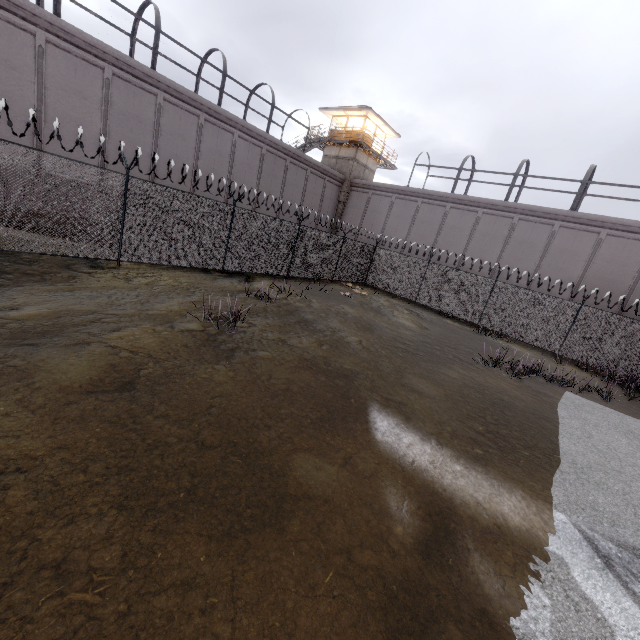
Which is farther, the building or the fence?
the building

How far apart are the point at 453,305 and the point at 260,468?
18.0 meters

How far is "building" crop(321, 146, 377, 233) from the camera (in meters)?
30.44

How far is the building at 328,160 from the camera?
30.4 meters

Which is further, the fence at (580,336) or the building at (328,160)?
the building at (328,160)

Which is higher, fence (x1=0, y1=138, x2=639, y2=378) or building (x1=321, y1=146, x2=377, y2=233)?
building (x1=321, y1=146, x2=377, y2=233)
